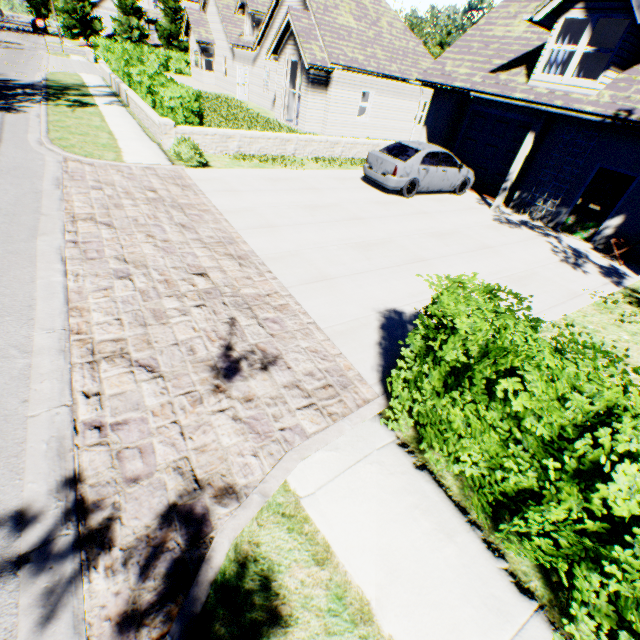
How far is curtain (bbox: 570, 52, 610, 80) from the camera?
9.18m

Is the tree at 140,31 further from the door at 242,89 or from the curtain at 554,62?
the door at 242,89

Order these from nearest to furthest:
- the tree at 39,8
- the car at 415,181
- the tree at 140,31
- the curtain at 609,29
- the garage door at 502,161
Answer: the curtain at 609,29 → the car at 415,181 → the garage door at 502,161 → the tree at 140,31 → the tree at 39,8

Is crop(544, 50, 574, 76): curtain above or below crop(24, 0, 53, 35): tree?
above

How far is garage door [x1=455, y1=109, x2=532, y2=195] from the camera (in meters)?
13.26

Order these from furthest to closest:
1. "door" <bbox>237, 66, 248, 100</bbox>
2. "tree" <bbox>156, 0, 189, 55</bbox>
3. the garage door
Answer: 1. "tree" <bbox>156, 0, 189, 55</bbox>
2. "door" <bbox>237, 66, 248, 100</bbox>
3. the garage door

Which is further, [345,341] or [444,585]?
[345,341]

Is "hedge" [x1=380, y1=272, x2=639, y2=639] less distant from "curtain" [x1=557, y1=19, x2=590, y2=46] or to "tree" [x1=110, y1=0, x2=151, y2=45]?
"tree" [x1=110, y1=0, x2=151, y2=45]
